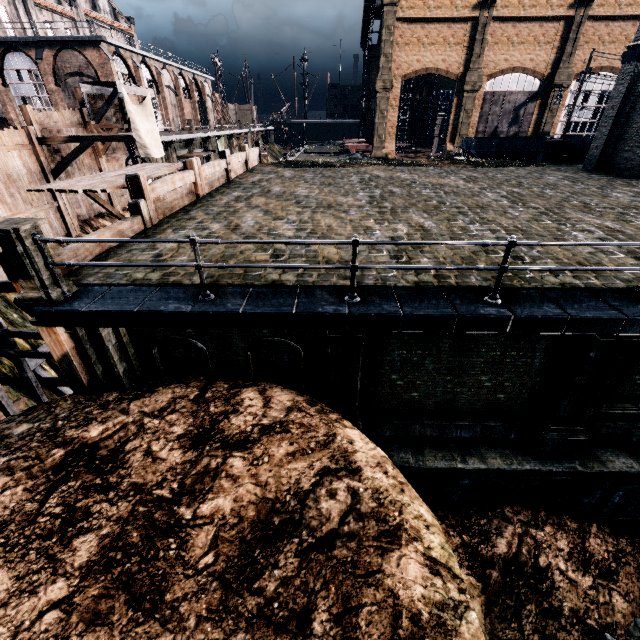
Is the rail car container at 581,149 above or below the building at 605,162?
below

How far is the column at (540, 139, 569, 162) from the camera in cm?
2582

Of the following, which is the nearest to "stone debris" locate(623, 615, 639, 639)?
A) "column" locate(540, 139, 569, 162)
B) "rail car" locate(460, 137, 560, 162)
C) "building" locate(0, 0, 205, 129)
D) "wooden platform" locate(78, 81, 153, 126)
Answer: "column" locate(540, 139, 569, 162)

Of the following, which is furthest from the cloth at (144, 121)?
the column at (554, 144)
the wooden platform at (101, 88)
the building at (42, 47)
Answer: the column at (554, 144)

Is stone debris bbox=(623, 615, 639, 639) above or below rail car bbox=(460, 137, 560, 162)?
below

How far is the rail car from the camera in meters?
38.9 m

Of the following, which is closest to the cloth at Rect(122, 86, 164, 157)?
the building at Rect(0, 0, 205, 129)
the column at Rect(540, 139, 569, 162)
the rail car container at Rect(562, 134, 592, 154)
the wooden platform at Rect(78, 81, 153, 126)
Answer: the wooden platform at Rect(78, 81, 153, 126)

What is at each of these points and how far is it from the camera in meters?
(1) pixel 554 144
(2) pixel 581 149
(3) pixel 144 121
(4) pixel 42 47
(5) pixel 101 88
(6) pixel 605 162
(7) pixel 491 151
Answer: (1) column, 25.9 m
(2) rail car container, 27.4 m
(3) cloth, 24.1 m
(4) building, 33.9 m
(5) wooden platform, 22.9 m
(6) building, 21.7 m
(7) rail car, 39.6 m
